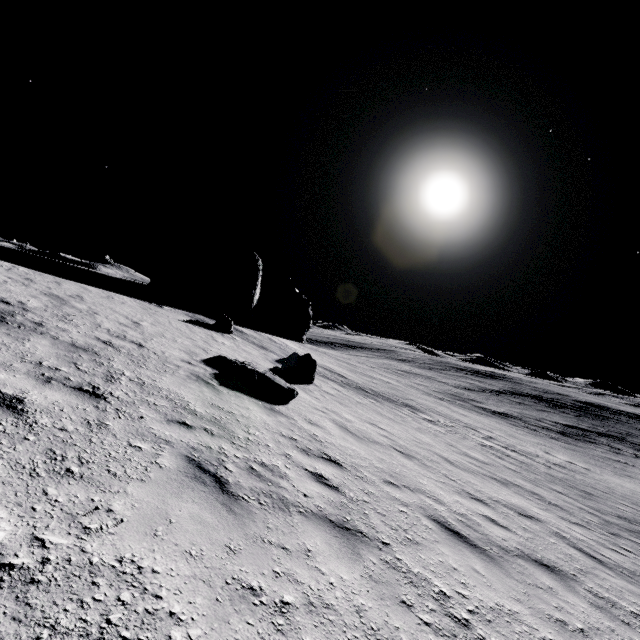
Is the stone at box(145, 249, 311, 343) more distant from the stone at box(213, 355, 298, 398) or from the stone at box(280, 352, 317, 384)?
the stone at box(213, 355, 298, 398)

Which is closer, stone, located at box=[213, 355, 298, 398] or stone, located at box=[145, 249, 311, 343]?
stone, located at box=[213, 355, 298, 398]

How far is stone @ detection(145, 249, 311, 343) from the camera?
25.9 meters

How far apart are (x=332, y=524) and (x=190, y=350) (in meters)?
7.95

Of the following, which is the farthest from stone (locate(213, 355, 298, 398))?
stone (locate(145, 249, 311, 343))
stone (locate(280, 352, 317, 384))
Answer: stone (locate(145, 249, 311, 343))

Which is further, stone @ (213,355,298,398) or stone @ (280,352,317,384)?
stone @ (280,352,317,384)

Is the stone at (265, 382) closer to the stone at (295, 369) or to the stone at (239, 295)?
the stone at (295, 369)

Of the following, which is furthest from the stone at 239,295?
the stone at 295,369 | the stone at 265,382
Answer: the stone at 265,382
